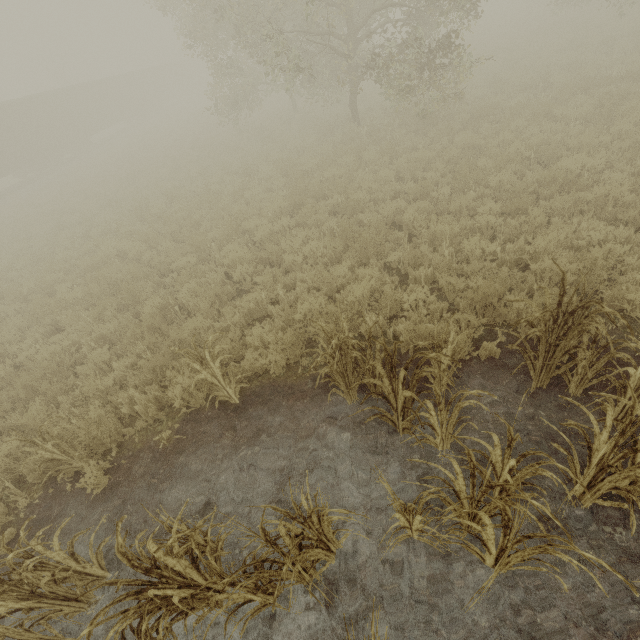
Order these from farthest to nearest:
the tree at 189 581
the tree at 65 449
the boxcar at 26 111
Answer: the boxcar at 26 111 → the tree at 65 449 → the tree at 189 581

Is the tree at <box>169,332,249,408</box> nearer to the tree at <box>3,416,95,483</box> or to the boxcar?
the tree at <box>3,416,95,483</box>

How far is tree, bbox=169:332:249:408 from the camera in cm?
427

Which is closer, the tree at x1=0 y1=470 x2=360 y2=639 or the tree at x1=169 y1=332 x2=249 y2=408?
the tree at x1=0 y1=470 x2=360 y2=639

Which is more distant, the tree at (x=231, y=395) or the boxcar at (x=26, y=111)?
the boxcar at (x=26, y=111)

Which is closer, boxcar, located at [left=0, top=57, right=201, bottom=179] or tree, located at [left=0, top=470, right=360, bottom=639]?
tree, located at [left=0, top=470, right=360, bottom=639]

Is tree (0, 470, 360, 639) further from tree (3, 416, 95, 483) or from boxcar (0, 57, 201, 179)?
boxcar (0, 57, 201, 179)

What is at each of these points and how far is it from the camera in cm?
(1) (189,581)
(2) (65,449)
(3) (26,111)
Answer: (1) tree, 280
(2) tree, 432
(3) boxcar, 2453
